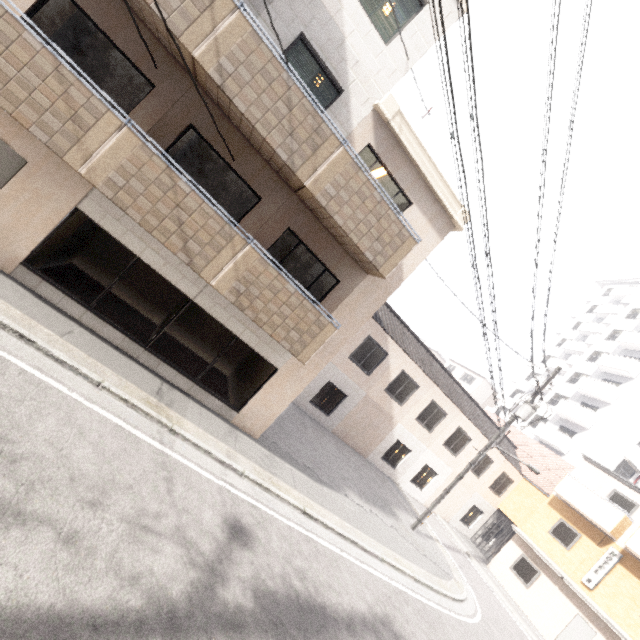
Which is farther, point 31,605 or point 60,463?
point 60,463

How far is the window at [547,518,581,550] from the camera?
17.7 meters

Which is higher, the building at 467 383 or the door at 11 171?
the building at 467 383

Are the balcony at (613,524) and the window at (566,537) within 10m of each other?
yes

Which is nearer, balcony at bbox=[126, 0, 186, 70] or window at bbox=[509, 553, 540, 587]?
balcony at bbox=[126, 0, 186, 70]

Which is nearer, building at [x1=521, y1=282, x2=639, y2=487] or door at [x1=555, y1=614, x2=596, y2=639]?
door at [x1=555, y1=614, x2=596, y2=639]

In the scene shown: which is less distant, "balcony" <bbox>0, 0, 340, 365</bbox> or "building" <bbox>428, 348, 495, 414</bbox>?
"balcony" <bbox>0, 0, 340, 365</bbox>

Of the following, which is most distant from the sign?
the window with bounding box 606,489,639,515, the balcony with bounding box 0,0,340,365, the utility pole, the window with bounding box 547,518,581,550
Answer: the balcony with bounding box 0,0,340,365
